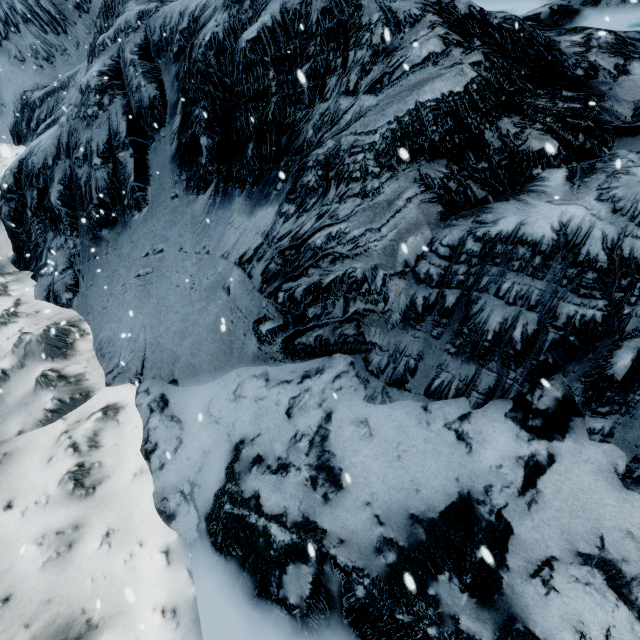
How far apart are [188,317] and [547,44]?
6.52m
